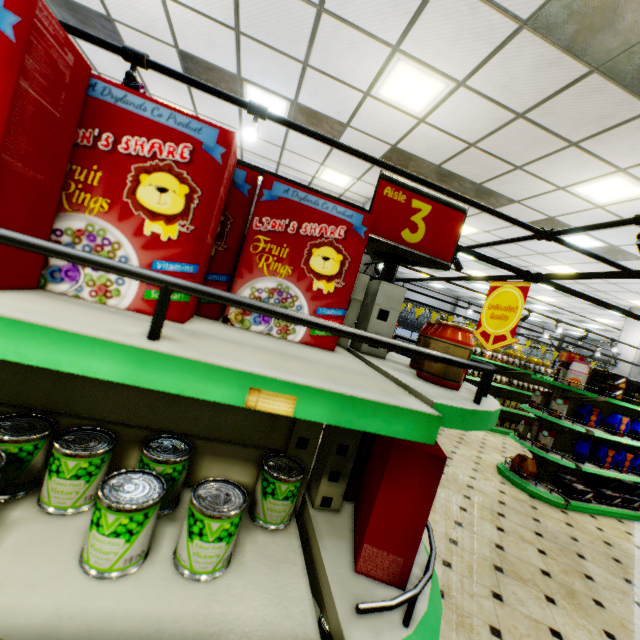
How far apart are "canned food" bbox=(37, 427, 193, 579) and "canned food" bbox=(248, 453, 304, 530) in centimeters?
32cm

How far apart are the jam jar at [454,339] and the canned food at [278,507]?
0.5m

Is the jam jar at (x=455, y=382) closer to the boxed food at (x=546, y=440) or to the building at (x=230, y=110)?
the building at (x=230, y=110)

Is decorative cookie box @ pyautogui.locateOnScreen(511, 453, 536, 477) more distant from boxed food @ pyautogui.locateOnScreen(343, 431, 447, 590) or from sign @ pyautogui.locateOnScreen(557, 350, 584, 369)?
boxed food @ pyautogui.locateOnScreen(343, 431, 447, 590)

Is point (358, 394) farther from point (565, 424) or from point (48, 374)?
point (565, 424)

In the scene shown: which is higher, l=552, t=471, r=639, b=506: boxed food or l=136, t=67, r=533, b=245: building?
l=136, t=67, r=533, b=245: building

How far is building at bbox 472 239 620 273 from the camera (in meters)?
7.86

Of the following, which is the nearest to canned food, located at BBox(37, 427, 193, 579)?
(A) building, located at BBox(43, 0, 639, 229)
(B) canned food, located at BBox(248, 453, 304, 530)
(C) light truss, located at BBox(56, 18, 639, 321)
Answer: (B) canned food, located at BBox(248, 453, 304, 530)
